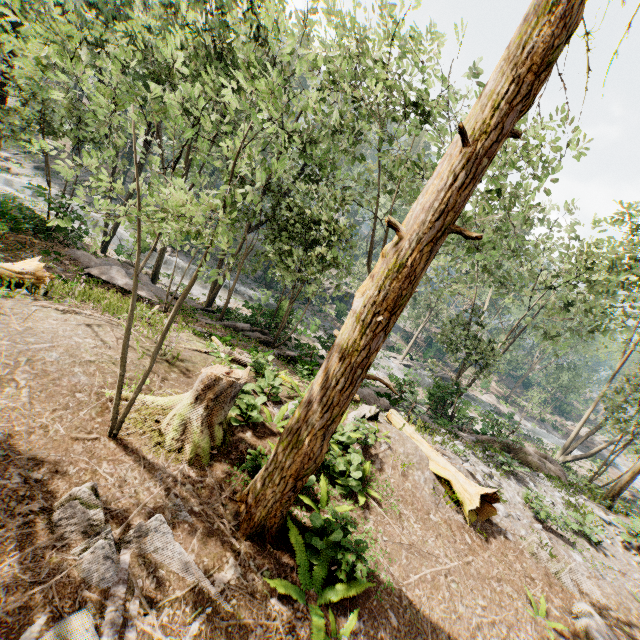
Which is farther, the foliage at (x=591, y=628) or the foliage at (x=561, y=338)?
the foliage at (x=591, y=628)

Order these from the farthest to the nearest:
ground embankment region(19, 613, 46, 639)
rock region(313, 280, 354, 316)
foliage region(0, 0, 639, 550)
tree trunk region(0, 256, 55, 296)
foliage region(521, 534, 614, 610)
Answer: rock region(313, 280, 354, 316) < tree trunk region(0, 256, 55, 296) < foliage region(521, 534, 614, 610) < foliage region(0, 0, 639, 550) < ground embankment region(19, 613, 46, 639)

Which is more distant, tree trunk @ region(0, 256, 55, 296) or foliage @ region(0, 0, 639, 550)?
tree trunk @ region(0, 256, 55, 296)

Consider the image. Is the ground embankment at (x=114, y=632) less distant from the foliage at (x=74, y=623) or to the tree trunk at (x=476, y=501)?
the foliage at (x=74, y=623)

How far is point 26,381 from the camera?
6.3 meters

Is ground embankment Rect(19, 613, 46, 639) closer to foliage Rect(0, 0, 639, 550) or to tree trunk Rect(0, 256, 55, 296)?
foliage Rect(0, 0, 639, 550)

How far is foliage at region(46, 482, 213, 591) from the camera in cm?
434

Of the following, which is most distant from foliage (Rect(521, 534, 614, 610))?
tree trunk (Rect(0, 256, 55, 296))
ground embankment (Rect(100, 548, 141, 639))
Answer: tree trunk (Rect(0, 256, 55, 296))
